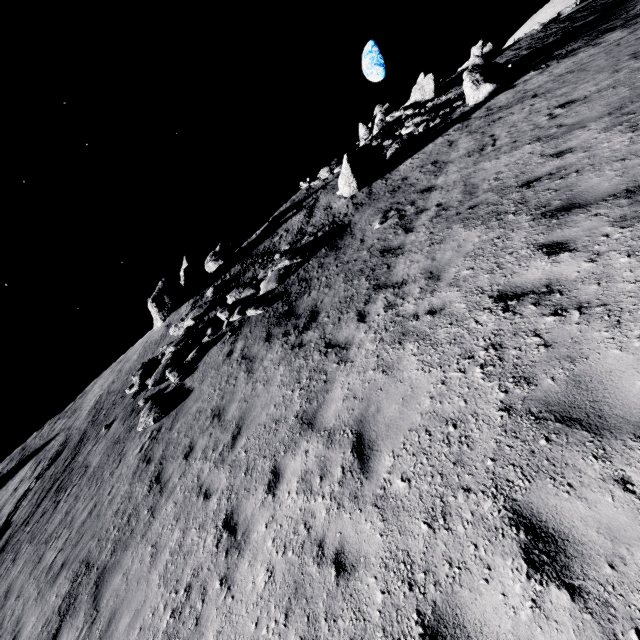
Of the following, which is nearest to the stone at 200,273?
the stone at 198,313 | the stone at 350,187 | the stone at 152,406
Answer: the stone at 198,313

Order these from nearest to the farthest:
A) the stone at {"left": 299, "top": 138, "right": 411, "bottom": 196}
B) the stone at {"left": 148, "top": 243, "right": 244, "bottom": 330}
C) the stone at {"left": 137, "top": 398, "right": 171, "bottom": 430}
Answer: the stone at {"left": 137, "top": 398, "right": 171, "bottom": 430} < the stone at {"left": 299, "top": 138, "right": 411, "bottom": 196} < the stone at {"left": 148, "top": 243, "right": 244, "bottom": 330}

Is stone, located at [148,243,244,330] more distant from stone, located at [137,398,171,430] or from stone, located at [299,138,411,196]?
stone, located at [299,138,411,196]

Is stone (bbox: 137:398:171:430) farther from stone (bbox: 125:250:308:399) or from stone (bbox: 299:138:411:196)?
stone (bbox: 299:138:411:196)

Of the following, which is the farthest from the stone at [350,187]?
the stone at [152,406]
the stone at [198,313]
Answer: the stone at [152,406]

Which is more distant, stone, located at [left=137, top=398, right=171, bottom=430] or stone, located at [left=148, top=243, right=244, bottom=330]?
stone, located at [left=148, top=243, right=244, bottom=330]

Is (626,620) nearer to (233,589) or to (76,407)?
(233,589)
